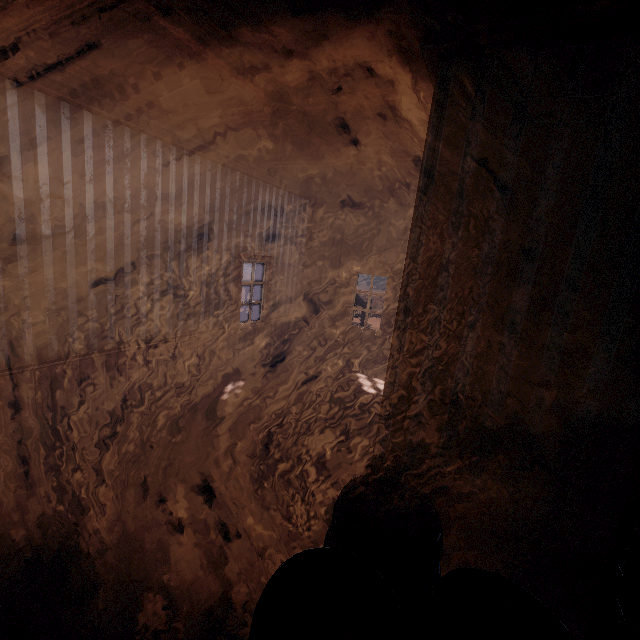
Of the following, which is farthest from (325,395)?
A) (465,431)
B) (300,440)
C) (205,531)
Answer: (465,431)
